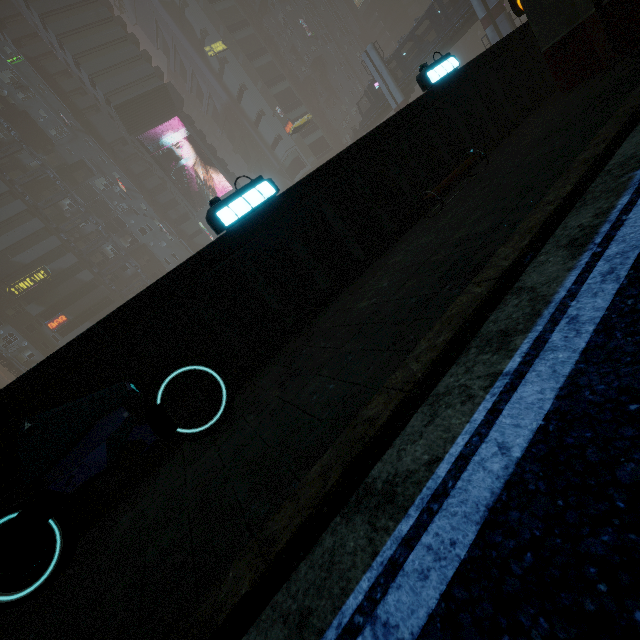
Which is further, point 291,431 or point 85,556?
point 85,556

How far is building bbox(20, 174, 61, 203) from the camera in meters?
46.9 m

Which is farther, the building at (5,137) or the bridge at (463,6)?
the building at (5,137)

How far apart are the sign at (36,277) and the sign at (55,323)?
4.3 meters

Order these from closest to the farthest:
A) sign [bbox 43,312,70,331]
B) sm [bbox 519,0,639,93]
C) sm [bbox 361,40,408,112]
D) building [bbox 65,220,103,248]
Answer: sm [bbox 519,0,639,93] < sm [bbox 361,40,408,112] < sign [bbox 43,312,70,331] < building [bbox 65,220,103,248]

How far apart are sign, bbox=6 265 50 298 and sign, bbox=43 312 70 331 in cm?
428

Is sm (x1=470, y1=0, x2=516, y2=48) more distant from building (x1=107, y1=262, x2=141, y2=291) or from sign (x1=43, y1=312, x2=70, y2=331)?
sign (x1=43, y1=312, x2=70, y2=331)

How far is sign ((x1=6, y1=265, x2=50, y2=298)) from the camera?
42.97m
